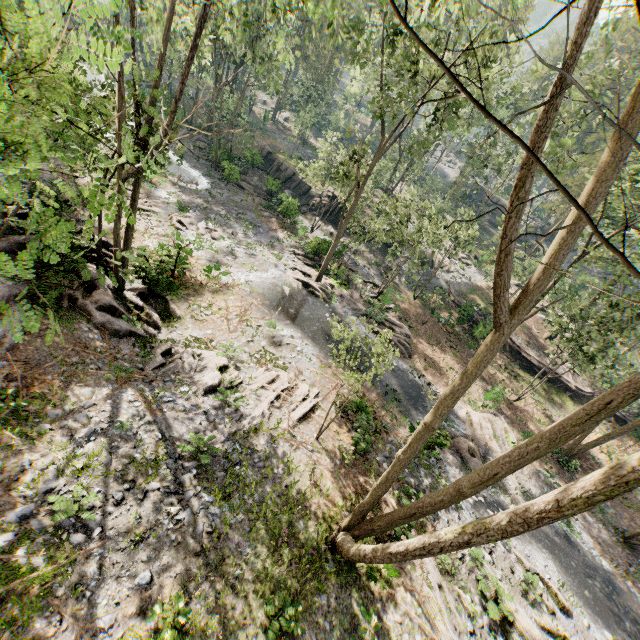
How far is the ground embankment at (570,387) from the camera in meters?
29.7 m

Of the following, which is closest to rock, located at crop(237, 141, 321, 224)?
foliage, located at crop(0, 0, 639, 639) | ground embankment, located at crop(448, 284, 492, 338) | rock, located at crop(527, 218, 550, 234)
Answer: foliage, located at crop(0, 0, 639, 639)

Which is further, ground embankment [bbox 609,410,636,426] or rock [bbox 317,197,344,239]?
rock [bbox 317,197,344,239]

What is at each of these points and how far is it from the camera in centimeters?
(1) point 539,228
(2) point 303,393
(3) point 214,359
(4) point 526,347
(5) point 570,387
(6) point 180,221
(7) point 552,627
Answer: (1) rock, 5556cm
(2) foliage, 1539cm
(3) foliage, 1448cm
(4) ground embankment, 3139cm
(5) ground embankment, 2977cm
(6) foliage, 2305cm
(7) foliage, 1214cm

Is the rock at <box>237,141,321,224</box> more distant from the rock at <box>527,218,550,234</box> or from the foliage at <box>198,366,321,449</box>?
the rock at <box>527,218,550,234</box>

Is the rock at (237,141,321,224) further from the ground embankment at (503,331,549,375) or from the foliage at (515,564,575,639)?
the ground embankment at (503,331,549,375)

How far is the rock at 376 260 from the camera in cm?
3419
